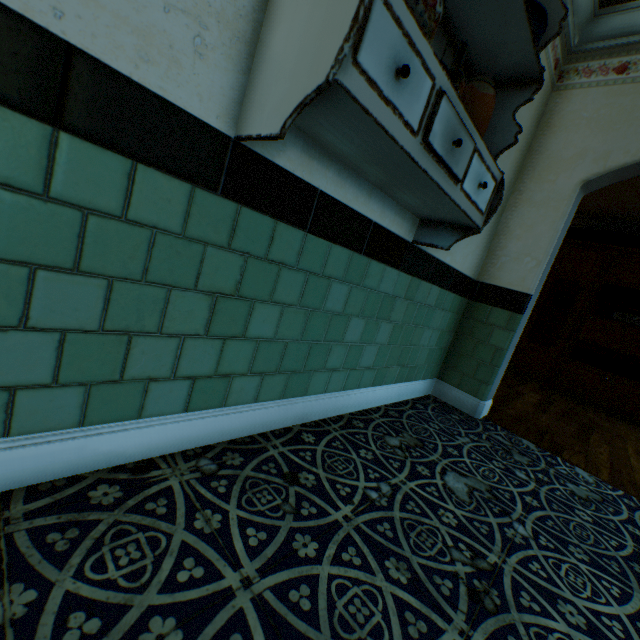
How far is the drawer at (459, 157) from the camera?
1.05m

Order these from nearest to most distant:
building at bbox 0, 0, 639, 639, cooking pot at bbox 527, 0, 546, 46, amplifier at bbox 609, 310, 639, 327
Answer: building at bbox 0, 0, 639, 639
cooking pot at bbox 527, 0, 546, 46
amplifier at bbox 609, 310, 639, 327

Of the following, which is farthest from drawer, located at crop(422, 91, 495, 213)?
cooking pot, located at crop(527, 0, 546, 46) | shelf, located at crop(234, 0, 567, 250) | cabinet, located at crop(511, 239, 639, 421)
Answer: cabinet, located at crop(511, 239, 639, 421)

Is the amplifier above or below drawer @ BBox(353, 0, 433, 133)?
above

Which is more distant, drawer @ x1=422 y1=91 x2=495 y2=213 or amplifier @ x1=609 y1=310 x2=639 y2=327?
amplifier @ x1=609 y1=310 x2=639 y2=327

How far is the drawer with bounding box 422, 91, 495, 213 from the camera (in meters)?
1.05

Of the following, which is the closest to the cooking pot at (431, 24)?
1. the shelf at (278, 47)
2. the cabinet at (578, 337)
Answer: the shelf at (278, 47)

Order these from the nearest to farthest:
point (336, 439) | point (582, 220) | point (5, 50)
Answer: point (5, 50), point (336, 439), point (582, 220)
